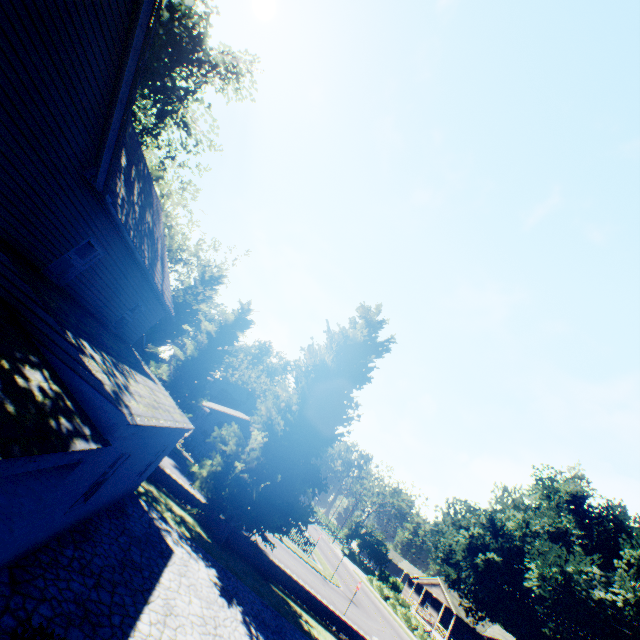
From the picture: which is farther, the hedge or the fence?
the hedge

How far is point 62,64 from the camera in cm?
596

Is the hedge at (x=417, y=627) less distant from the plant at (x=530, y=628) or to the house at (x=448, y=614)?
the house at (x=448, y=614)

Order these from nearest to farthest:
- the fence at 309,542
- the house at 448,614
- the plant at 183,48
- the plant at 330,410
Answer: the plant at 330,410, the plant at 183,48, the fence at 309,542, the house at 448,614

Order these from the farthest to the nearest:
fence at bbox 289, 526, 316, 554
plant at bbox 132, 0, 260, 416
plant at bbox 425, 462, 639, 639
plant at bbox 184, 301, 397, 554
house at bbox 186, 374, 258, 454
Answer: house at bbox 186, 374, 258, 454 < fence at bbox 289, 526, 316, 554 < plant at bbox 425, 462, 639, 639 < plant at bbox 132, 0, 260, 416 < plant at bbox 184, 301, 397, 554

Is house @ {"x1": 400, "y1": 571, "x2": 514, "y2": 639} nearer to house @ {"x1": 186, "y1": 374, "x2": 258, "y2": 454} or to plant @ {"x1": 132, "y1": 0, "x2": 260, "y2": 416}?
plant @ {"x1": 132, "y1": 0, "x2": 260, "y2": 416}

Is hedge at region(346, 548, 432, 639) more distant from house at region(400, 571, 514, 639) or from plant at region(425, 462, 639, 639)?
plant at region(425, 462, 639, 639)

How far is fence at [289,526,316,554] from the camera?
31.34m
